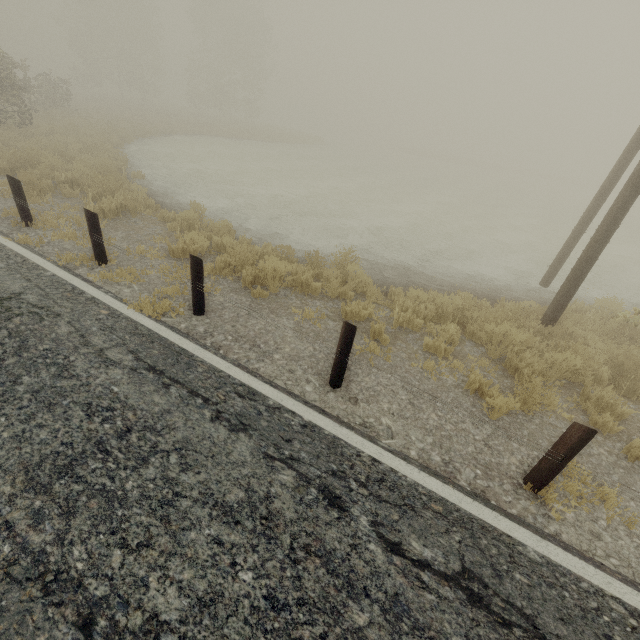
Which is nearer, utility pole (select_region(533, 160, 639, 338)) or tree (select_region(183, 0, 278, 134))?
utility pole (select_region(533, 160, 639, 338))

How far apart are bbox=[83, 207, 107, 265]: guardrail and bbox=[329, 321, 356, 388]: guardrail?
4.87m

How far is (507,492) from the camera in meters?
3.4 m

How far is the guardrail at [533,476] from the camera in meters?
3.0

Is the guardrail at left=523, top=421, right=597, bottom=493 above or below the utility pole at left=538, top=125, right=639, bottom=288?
below

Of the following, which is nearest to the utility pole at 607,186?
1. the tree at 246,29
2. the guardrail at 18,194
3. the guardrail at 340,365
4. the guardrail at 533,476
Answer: the guardrail at 533,476

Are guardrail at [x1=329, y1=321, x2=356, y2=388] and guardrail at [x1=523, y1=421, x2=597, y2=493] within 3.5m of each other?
yes

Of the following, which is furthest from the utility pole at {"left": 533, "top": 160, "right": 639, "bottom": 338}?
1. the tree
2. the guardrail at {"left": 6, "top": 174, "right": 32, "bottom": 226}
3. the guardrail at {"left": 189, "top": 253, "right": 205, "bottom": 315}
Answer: the tree
